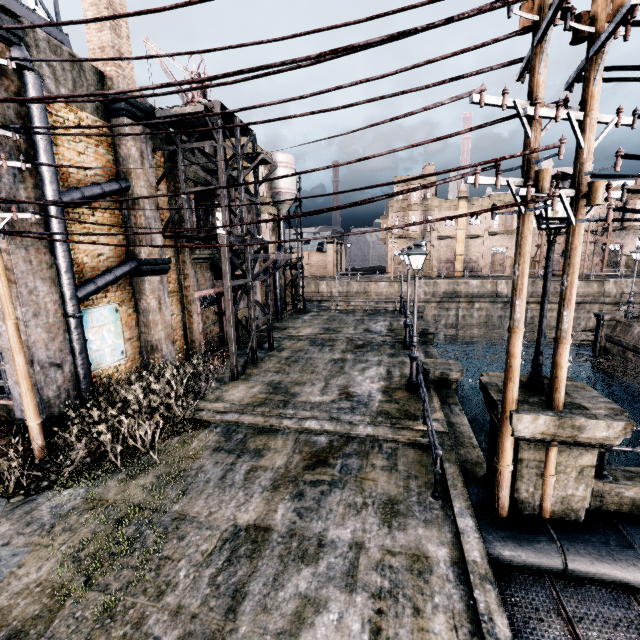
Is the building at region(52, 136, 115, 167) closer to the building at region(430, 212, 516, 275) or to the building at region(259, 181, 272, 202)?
the building at region(259, 181, 272, 202)

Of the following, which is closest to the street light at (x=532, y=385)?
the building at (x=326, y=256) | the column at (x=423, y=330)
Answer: the column at (x=423, y=330)

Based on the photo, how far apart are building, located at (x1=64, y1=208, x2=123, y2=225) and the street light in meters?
13.1

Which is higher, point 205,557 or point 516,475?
point 516,475

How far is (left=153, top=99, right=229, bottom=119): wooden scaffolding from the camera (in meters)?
11.59

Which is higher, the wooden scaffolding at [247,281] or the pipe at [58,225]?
the pipe at [58,225]

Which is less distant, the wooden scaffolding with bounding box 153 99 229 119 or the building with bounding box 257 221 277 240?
the wooden scaffolding with bounding box 153 99 229 119

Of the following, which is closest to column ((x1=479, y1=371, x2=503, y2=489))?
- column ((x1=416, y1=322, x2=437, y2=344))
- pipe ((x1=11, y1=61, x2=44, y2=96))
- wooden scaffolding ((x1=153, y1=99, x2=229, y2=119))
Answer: wooden scaffolding ((x1=153, y1=99, x2=229, y2=119))
